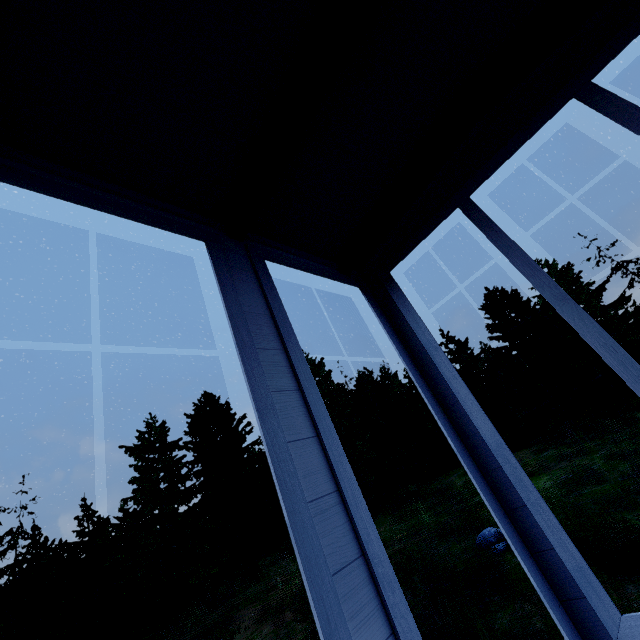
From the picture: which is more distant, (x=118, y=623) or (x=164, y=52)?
(x=118, y=623)
